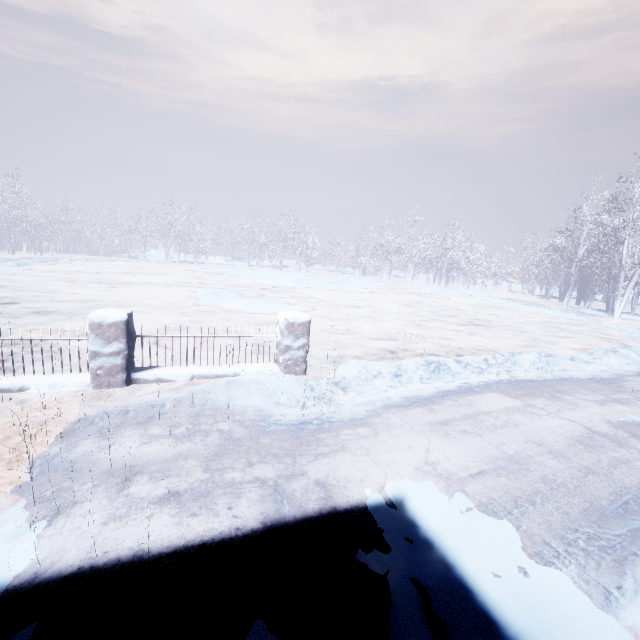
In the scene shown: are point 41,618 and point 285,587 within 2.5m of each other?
yes
